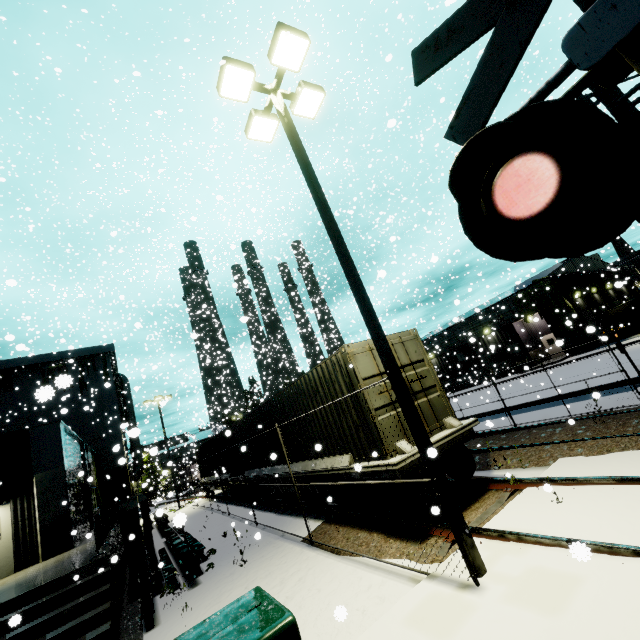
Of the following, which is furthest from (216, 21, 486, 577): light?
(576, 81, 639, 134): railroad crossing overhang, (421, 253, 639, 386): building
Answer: (576, 81, 639, 134): railroad crossing overhang

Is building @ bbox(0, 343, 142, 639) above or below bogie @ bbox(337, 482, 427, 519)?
above

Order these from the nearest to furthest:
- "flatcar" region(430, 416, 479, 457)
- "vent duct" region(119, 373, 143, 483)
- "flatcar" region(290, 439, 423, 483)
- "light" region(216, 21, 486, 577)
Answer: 1. "light" region(216, 21, 486, 577)
2. "flatcar" region(290, 439, 423, 483)
3. "flatcar" region(430, 416, 479, 457)
4. "vent duct" region(119, 373, 143, 483)

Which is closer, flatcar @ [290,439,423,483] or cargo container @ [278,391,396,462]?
flatcar @ [290,439,423,483]

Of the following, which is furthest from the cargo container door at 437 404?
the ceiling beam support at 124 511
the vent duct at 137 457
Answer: the vent duct at 137 457

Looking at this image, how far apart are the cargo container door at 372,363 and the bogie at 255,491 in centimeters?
942cm

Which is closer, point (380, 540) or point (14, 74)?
point (380, 540)

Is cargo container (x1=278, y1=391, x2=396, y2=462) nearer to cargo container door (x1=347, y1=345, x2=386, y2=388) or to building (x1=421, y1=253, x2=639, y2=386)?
cargo container door (x1=347, y1=345, x2=386, y2=388)
